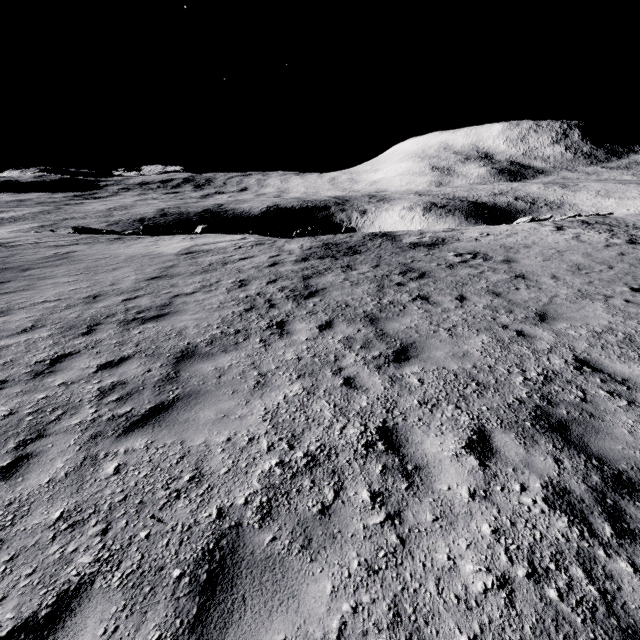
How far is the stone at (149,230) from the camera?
23.6 meters

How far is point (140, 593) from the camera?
2.31m

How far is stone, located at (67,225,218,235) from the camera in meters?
23.6 m
